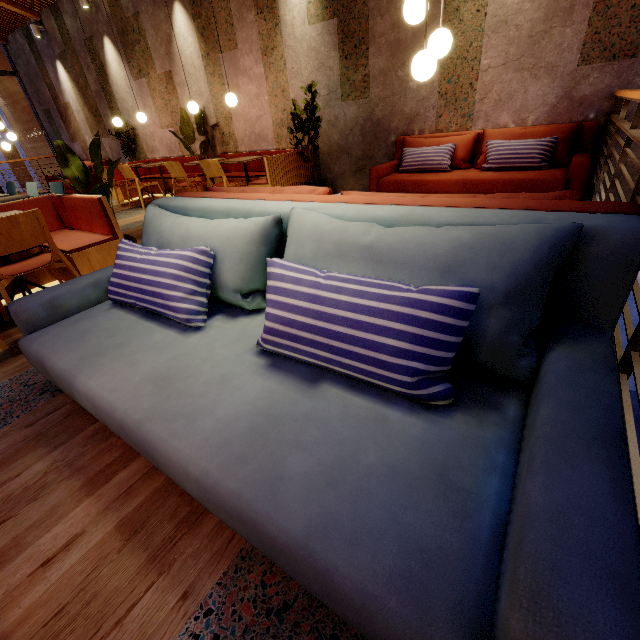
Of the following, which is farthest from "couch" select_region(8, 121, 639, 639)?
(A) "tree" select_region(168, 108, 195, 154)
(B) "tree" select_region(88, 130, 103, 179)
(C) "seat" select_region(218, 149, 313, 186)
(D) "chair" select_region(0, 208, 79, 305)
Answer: (A) "tree" select_region(168, 108, 195, 154)

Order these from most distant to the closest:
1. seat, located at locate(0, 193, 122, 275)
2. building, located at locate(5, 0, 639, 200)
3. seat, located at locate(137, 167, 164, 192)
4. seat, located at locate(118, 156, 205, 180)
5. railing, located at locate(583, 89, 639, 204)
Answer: seat, located at locate(137, 167, 164, 192)
seat, located at locate(118, 156, 205, 180)
building, located at locate(5, 0, 639, 200)
seat, located at locate(0, 193, 122, 275)
railing, located at locate(583, 89, 639, 204)

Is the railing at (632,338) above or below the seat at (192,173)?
below

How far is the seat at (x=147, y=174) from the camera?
7.8m

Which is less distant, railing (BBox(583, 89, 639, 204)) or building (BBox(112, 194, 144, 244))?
railing (BBox(583, 89, 639, 204))

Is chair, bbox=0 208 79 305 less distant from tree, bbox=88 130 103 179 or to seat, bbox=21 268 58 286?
seat, bbox=21 268 58 286

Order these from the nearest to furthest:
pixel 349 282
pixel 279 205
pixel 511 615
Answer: pixel 511 615, pixel 349 282, pixel 279 205

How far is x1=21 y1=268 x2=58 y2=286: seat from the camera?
3.2m
